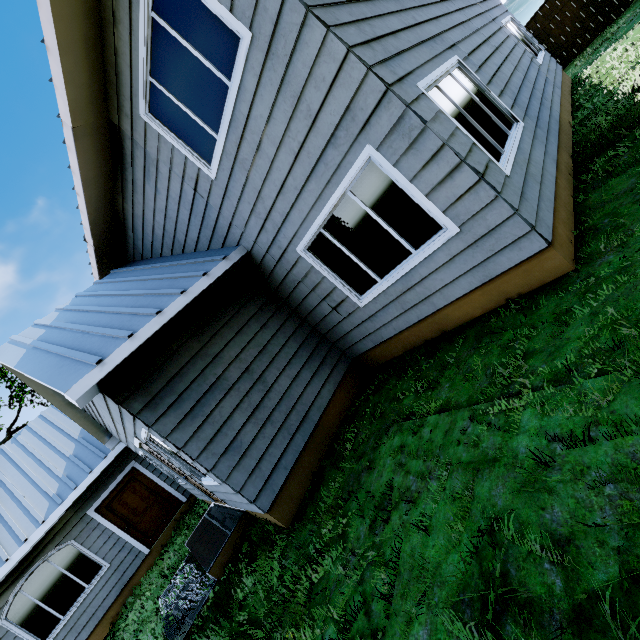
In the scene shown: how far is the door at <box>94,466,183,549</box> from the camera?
9.98m

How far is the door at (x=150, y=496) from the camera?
10.0m

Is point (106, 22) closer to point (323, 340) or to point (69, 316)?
point (69, 316)
